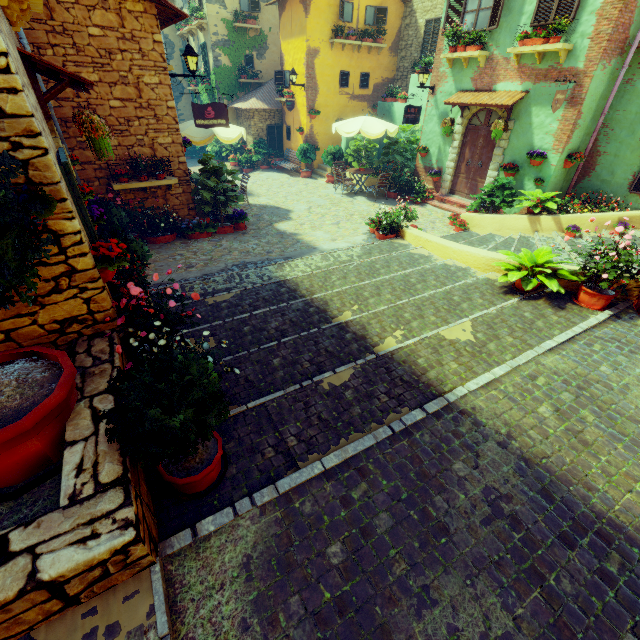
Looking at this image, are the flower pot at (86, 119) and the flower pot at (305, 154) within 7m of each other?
no

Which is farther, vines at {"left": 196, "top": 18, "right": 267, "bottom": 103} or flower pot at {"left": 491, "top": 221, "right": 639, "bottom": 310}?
vines at {"left": 196, "top": 18, "right": 267, "bottom": 103}

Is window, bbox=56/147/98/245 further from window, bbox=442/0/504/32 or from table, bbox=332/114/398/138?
table, bbox=332/114/398/138

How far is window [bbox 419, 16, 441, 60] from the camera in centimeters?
1461cm

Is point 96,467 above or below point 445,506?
above

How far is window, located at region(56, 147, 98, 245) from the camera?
3.3m

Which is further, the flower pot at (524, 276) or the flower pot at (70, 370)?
the flower pot at (524, 276)

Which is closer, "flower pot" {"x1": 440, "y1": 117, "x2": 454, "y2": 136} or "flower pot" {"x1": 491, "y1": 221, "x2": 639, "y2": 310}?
"flower pot" {"x1": 491, "y1": 221, "x2": 639, "y2": 310}
